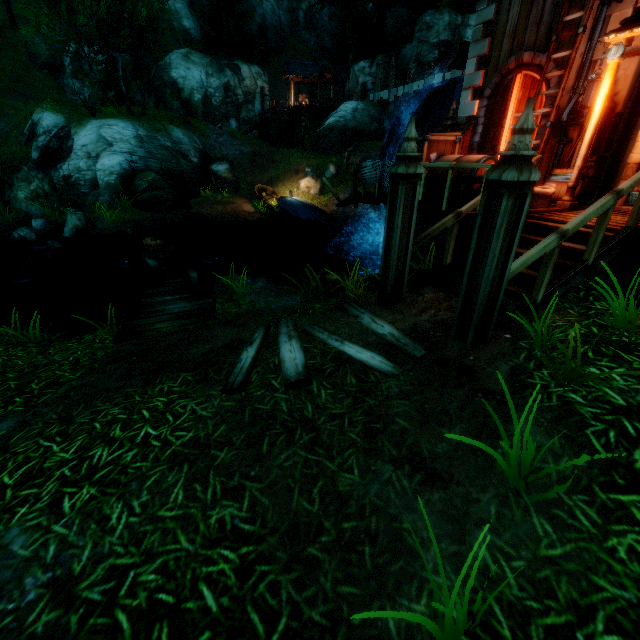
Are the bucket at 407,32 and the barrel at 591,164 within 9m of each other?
yes

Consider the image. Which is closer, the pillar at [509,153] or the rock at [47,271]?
the pillar at [509,153]

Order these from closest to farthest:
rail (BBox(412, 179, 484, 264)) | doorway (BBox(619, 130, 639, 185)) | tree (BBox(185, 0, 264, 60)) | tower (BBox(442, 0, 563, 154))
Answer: rail (BBox(412, 179, 484, 264)) < doorway (BBox(619, 130, 639, 185)) < tower (BBox(442, 0, 563, 154)) < tree (BBox(185, 0, 264, 60))

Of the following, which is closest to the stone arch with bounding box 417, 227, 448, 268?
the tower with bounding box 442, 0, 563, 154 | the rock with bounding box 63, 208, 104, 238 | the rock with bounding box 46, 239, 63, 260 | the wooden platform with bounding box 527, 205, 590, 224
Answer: the wooden platform with bounding box 527, 205, 590, 224

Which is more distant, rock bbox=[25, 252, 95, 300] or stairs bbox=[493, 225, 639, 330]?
rock bbox=[25, 252, 95, 300]

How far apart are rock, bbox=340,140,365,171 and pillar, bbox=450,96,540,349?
22.1 meters

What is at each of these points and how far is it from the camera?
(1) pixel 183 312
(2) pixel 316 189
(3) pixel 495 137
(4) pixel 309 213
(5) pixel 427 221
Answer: (1) wooden platform, 7.0m
(2) rock, 22.9m
(3) door, 9.3m
(4) boat, 21.0m
(5) stone arch, 7.5m

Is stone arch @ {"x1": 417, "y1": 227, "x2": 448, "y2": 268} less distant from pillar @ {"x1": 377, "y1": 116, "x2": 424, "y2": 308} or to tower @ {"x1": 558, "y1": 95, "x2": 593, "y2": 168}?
tower @ {"x1": 558, "y1": 95, "x2": 593, "y2": 168}
